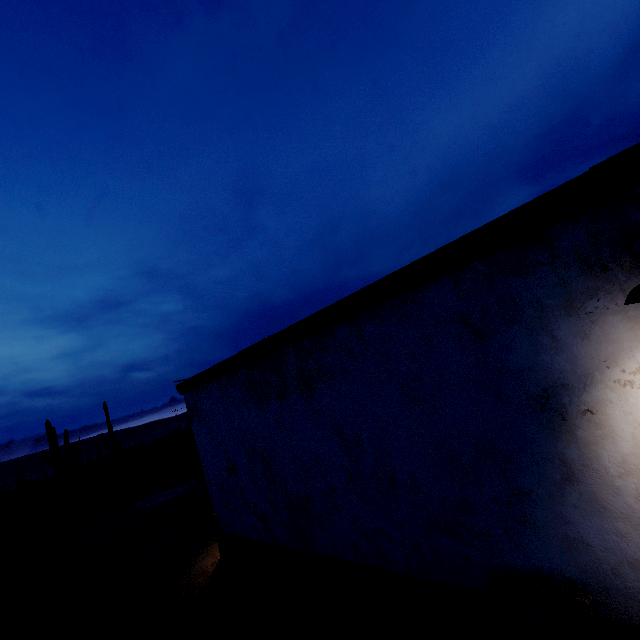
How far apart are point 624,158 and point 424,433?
2.9m

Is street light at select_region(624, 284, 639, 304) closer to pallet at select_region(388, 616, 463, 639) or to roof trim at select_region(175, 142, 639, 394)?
roof trim at select_region(175, 142, 639, 394)

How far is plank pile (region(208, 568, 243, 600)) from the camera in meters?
6.1 m

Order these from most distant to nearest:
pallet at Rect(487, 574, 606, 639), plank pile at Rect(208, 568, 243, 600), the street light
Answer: plank pile at Rect(208, 568, 243, 600)
pallet at Rect(487, 574, 606, 639)
the street light

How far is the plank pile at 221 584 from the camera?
6.07m

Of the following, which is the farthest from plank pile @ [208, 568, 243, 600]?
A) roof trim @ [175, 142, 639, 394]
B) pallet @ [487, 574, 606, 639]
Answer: roof trim @ [175, 142, 639, 394]

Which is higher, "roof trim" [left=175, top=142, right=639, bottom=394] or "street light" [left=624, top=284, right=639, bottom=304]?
"roof trim" [left=175, top=142, right=639, bottom=394]

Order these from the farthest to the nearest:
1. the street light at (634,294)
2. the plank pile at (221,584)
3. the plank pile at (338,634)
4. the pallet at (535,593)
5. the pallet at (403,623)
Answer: the plank pile at (221,584) → the plank pile at (338,634) → the pallet at (403,623) → the pallet at (535,593) → the street light at (634,294)
